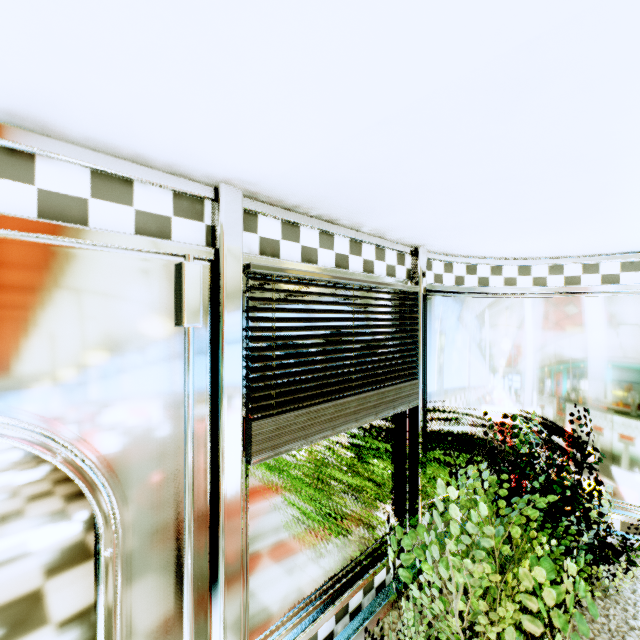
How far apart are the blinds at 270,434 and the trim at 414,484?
0.08m

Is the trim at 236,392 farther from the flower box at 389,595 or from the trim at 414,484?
the trim at 414,484

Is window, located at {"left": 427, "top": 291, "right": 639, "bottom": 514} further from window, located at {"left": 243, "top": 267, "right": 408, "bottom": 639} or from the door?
the door

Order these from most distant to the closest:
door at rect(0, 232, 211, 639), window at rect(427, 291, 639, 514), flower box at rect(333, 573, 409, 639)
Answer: window at rect(427, 291, 639, 514) < flower box at rect(333, 573, 409, 639) < door at rect(0, 232, 211, 639)

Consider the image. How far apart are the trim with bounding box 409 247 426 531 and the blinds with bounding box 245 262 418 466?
0.1 meters

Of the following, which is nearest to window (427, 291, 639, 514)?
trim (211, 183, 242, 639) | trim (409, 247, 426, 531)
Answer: trim (409, 247, 426, 531)

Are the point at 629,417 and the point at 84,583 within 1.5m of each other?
no

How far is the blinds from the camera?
0.9 meters
